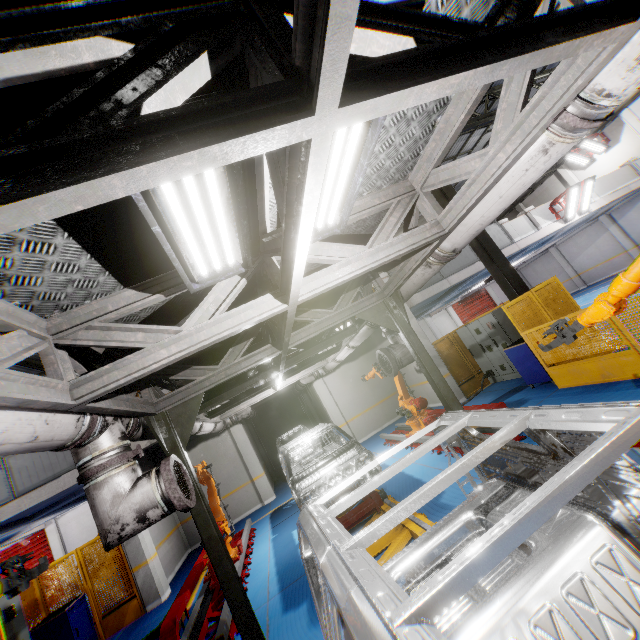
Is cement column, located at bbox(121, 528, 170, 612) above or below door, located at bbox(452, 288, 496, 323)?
below

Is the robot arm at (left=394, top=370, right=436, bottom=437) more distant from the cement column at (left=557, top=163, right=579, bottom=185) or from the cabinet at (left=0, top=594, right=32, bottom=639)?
the cement column at (left=557, top=163, right=579, bottom=185)

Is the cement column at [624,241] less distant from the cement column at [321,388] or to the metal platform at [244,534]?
the cement column at [321,388]

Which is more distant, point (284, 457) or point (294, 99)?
point (284, 457)

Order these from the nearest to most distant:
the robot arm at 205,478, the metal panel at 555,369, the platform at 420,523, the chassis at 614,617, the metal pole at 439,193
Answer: the chassis at 614,617
the platform at 420,523
the metal panel at 555,369
the robot arm at 205,478
the metal pole at 439,193

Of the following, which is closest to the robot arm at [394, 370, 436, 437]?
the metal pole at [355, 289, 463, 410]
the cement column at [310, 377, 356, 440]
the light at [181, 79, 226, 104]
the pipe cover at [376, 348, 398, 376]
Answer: the pipe cover at [376, 348, 398, 376]

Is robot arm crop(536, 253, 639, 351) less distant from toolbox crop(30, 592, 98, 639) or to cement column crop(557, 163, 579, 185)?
toolbox crop(30, 592, 98, 639)

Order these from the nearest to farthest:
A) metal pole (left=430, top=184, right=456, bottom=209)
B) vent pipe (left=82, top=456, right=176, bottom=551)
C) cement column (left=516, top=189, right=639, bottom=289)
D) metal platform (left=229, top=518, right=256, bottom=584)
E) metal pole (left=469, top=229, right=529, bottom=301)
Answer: vent pipe (left=82, top=456, right=176, bottom=551), metal platform (left=229, top=518, right=256, bottom=584), metal pole (left=469, top=229, right=529, bottom=301), metal pole (left=430, top=184, right=456, bottom=209), cement column (left=516, top=189, right=639, bottom=289)
